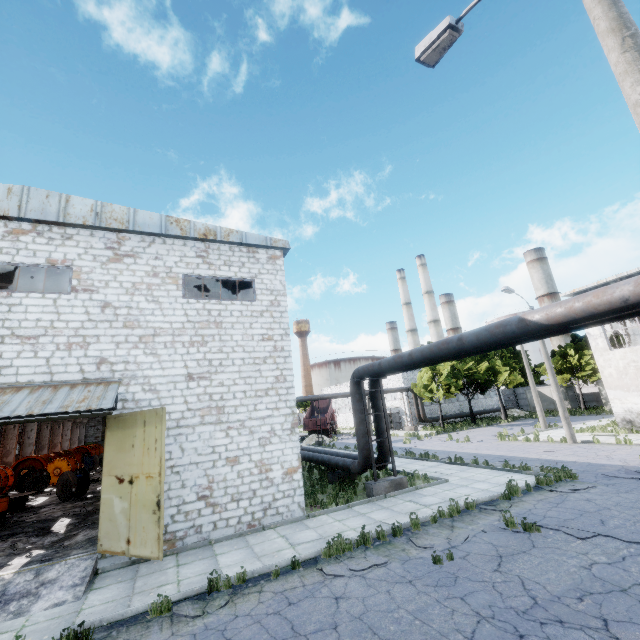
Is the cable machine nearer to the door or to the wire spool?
the wire spool

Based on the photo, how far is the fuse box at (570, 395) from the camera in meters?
41.0 m

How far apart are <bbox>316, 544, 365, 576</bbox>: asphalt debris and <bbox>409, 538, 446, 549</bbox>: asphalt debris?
1.0m

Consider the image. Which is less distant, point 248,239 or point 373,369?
point 373,369

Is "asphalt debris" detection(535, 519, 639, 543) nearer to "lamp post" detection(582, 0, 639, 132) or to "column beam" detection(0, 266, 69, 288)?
"lamp post" detection(582, 0, 639, 132)

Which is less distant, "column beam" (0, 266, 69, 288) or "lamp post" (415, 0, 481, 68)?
"lamp post" (415, 0, 481, 68)

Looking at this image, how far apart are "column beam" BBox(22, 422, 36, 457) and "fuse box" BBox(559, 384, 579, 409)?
60.2 meters

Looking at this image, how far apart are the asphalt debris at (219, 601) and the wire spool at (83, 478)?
15.30m
